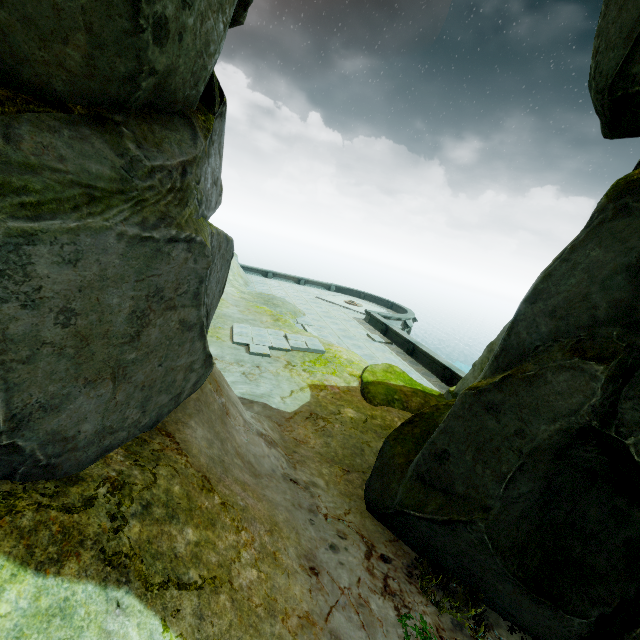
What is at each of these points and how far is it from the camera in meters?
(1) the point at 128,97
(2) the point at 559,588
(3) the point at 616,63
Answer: (1) rock, 2.1 m
(2) rock, 4.2 m
(3) rock, 3.4 m

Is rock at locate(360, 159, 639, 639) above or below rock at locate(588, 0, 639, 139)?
below

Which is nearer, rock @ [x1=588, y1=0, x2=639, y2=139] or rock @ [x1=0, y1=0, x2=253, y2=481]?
rock @ [x1=0, y1=0, x2=253, y2=481]

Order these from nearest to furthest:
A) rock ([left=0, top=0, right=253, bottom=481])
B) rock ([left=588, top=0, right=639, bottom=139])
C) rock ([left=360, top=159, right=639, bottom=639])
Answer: rock ([left=0, top=0, right=253, bottom=481]) → rock ([left=588, top=0, right=639, bottom=139]) → rock ([left=360, top=159, right=639, bottom=639])

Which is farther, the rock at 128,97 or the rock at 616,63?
the rock at 616,63
